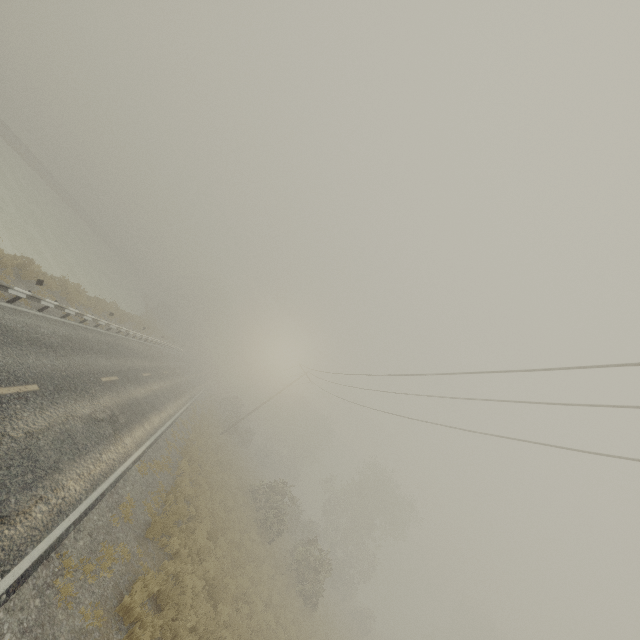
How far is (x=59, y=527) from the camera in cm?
721
